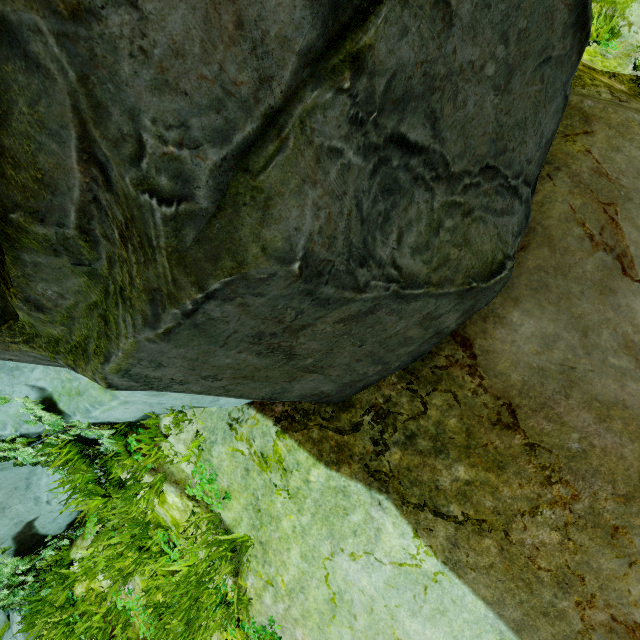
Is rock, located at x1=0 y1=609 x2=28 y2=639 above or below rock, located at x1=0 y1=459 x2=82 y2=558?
below

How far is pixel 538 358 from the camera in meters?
3.0 m

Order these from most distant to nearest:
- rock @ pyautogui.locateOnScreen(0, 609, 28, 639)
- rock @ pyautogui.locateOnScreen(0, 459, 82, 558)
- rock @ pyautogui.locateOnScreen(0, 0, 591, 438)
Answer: rock @ pyautogui.locateOnScreen(0, 609, 28, 639), rock @ pyautogui.locateOnScreen(0, 459, 82, 558), rock @ pyautogui.locateOnScreen(0, 0, 591, 438)

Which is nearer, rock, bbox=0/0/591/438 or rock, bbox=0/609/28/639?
rock, bbox=0/0/591/438

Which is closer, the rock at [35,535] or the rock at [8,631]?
the rock at [35,535]

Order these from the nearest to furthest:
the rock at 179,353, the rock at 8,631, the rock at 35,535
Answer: the rock at 179,353 → the rock at 35,535 → the rock at 8,631
